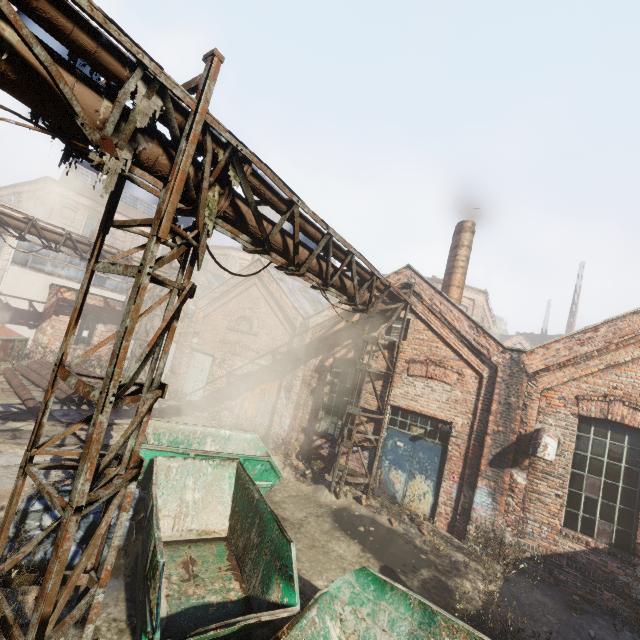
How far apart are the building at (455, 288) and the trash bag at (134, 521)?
10.7m

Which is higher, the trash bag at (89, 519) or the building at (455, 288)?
the building at (455, 288)

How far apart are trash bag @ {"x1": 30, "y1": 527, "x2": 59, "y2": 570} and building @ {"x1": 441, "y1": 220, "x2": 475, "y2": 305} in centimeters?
1069cm

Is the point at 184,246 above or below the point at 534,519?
above

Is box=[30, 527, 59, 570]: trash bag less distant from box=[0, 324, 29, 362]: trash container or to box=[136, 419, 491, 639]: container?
box=[136, 419, 491, 639]: container

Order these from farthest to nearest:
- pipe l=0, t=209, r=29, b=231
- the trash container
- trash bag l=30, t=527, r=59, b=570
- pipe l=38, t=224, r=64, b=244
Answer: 1. the trash container
2. pipe l=38, t=224, r=64, b=244
3. pipe l=0, t=209, r=29, b=231
4. trash bag l=30, t=527, r=59, b=570

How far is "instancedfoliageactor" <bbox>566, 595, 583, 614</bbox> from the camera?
6.4 meters

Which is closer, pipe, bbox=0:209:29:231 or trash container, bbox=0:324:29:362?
pipe, bbox=0:209:29:231
